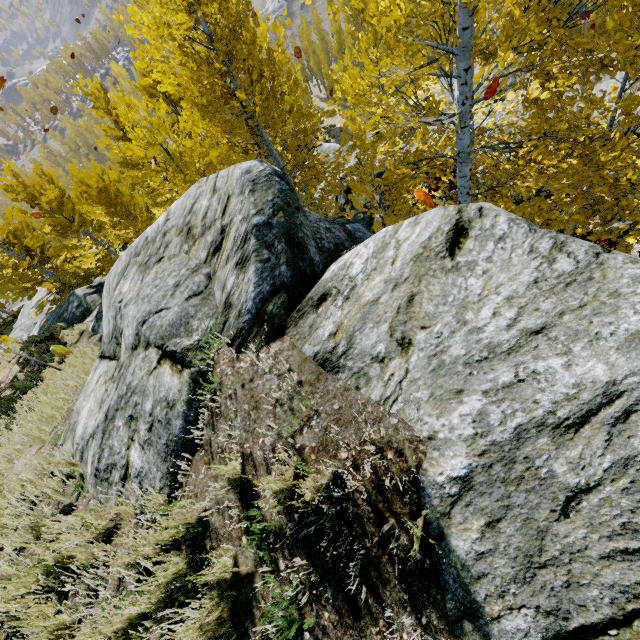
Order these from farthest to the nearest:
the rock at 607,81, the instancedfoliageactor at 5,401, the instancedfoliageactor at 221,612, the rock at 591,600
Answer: the instancedfoliageactor at 5,401 → the rock at 607,81 → the instancedfoliageactor at 221,612 → the rock at 591,600

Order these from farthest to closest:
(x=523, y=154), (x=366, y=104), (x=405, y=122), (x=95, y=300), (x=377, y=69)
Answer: (x=366, y=104) → (x=95, y=300) → (x=523, y=154) → (x=377, y=69) → (x=405, y=122)

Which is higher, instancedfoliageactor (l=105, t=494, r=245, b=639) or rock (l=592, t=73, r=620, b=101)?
instancedfoliageactor (l=105, t=494, r=245, b=639)

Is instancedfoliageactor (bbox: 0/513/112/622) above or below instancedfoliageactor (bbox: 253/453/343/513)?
below

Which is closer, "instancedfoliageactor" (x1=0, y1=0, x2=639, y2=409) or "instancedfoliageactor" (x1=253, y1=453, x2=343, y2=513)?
"instancedfoliageactor" (x1=253, y1=453, x2=343, y2=513)

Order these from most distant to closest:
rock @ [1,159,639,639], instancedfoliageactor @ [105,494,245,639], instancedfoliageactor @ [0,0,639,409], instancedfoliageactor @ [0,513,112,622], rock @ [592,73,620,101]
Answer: rock @ [592,73,620,101], instancedfoliageactor @ [0,0,639,409], instancedfoliageactor @ [0,513,112,622], instancedfoliageactor @ [105,494,245,639], rock @ [1,159,639,639]

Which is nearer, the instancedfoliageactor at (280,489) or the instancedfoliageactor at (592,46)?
the instancedfoliageactor at (280,489)

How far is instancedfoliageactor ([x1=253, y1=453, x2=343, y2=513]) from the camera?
2.02m
